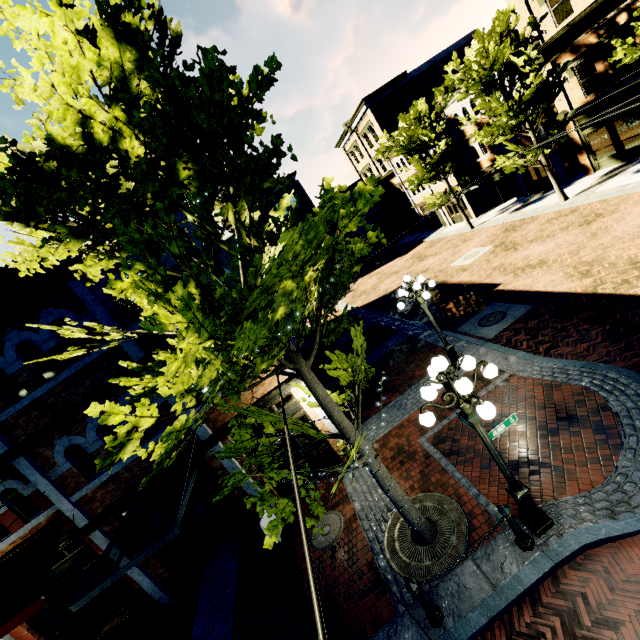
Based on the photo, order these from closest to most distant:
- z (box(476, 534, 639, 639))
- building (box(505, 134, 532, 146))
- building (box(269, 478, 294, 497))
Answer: z (box(476, 534, 639, 639))
building (box(269, 478, 294, 497))
building (box(505, 134, 532, 146))

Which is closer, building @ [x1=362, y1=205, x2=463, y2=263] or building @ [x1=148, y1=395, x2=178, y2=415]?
building @ [x1=148, y1=395, x2=178, y2=415]

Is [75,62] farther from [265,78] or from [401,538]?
[401,538]

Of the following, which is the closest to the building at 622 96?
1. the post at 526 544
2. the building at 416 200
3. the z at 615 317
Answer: the z at 615 317

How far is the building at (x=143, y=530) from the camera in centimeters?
920cm

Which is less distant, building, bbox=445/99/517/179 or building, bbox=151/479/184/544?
building, bbox=151/479/184/544
